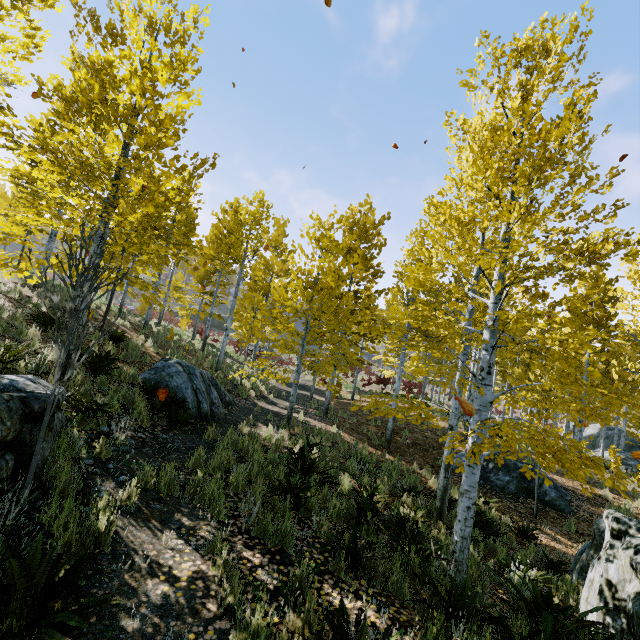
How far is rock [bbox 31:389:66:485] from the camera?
3.6 meters

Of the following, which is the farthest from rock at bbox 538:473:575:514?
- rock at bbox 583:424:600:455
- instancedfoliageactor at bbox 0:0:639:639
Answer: rock at bbox 583:424:600:455

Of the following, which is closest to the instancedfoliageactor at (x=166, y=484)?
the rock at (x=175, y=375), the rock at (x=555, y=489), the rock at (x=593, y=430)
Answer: the rock at (x=175, y=375)

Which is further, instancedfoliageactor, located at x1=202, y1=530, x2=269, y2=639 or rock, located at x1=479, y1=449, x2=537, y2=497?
rock, located at x1=479, y1=449, x2=537, y2=497

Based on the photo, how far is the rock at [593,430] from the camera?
22.3m

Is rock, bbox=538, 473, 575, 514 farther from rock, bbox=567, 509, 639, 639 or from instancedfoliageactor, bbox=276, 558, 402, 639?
instancedfoliageactor, bbox=276, 558, 402, 639

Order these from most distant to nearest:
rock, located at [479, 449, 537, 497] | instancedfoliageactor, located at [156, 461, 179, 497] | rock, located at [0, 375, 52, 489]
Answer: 1. rock, located at [479, 449, 537, 497]
2. instancedfoliageactor, located at [156, 461, 179, 497]
3. rock, located at [0, 375, 52, 489]

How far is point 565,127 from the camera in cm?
431
